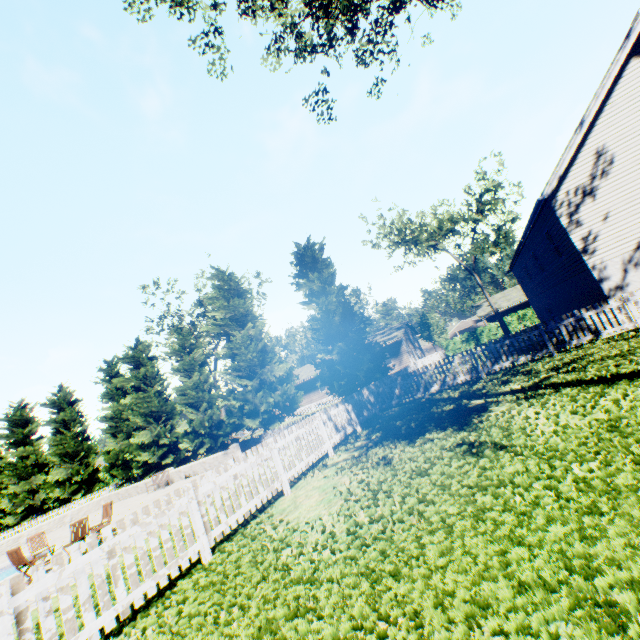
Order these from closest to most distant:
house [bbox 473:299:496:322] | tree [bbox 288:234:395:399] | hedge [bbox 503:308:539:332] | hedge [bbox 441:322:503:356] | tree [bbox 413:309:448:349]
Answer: tree [bbox 288:234:395:399] → hedge [bbox 503:308:539:332] → hedge [bbox 441:322:503:356] → house [bbox 473:299:496:322] → tree [bbox 413:309:448:349]

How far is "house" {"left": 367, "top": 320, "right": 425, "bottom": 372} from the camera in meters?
38.8 m

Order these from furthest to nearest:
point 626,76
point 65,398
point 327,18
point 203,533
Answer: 1. point 65,398
2. point 626,76
3. point 327,18
4. point 203,533

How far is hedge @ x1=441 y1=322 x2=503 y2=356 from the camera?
35.9m

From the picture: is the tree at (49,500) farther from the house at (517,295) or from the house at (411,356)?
the house at (517,295)

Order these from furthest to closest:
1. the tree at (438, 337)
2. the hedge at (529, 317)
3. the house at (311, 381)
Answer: the tree at (438, 337), the house at (311, 381), the hedge at (529, 317)

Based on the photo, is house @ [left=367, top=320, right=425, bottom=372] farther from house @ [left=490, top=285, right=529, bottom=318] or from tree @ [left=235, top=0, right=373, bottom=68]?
house @ [left=490, top=285, right=529, bottom=318]

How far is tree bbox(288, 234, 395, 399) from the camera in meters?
19.5
